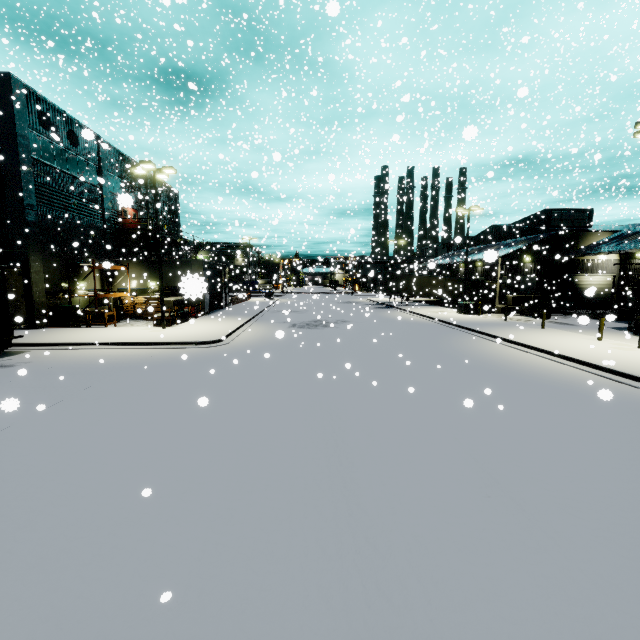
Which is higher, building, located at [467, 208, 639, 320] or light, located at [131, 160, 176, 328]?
light, located at [131, 160, 176, 328]

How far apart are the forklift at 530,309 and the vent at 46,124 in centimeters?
3881cm

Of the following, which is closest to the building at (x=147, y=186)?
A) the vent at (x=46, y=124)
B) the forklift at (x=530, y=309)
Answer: the vent at (x=46, y=124)

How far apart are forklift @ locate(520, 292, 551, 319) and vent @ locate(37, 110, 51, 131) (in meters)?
38.81

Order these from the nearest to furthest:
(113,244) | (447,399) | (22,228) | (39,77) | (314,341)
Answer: (447,399) < (39,77) < (314,341) < (22,228) < (113,244)

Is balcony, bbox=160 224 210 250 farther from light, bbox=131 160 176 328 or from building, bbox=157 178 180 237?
light, bbox=131 160 176 328

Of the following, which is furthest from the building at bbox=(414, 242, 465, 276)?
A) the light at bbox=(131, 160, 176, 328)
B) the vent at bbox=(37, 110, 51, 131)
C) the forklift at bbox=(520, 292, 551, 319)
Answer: the light at bbox=(131, 160, 176, 328)

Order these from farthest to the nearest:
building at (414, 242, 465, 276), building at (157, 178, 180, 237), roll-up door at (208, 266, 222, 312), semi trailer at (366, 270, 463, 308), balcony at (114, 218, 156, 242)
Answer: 1. semi trailer at (366, 270, 463, 308)
2. building at (157, 178, 180, 237)
3. roll-up door at (208, 266, 222, 312)
4. balcony at (114, 218, 156, 242)
5. building at (414, 242, 465, 276)
